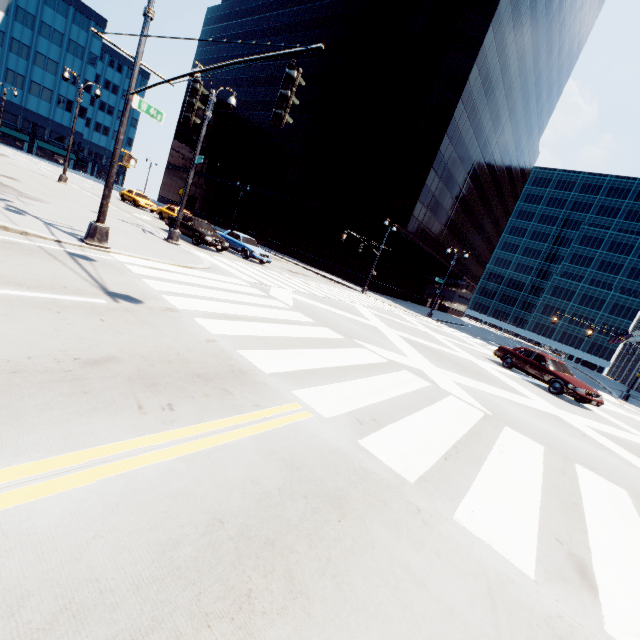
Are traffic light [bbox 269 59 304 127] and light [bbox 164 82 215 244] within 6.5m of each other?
no

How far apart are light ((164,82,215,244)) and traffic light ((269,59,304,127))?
10.6m

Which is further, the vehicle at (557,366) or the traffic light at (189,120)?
the vehicle at (557,366)

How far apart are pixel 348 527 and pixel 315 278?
26.6m

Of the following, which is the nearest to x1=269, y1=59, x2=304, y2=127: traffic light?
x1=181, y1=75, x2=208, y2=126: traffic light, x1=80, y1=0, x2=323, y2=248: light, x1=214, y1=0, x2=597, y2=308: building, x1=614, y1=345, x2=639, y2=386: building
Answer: x1=80, y1=0, x2=323, y2=248: light

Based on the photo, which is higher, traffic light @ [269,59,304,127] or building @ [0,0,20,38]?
building @ [0,0,20,38]

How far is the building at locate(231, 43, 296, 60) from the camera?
52.6 meters

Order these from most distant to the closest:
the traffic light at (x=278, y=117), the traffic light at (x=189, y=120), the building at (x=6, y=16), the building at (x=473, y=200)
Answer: the building at (x=6, y=16) → the building at (x=473, y=200) → the traffic light at (x=189, y=120) → the traffic light at (x=278, y=117)
